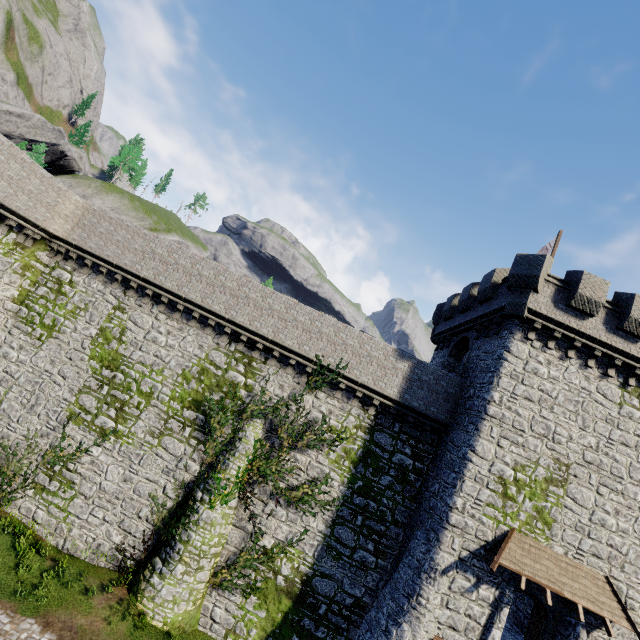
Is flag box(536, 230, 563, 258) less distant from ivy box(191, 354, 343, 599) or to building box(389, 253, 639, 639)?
building box(389, 253, 639, 639)

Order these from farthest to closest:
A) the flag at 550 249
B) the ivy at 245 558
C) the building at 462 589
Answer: the flag at 550 249 < the ivy at 245 558 < the building at 462 589

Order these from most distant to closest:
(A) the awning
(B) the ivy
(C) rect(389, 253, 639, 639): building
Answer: (B) the ivy, (C) rect(389, 253, 639, 639): building, (A) the awning

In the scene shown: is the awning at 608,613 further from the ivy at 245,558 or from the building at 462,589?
the ivy at 245,558

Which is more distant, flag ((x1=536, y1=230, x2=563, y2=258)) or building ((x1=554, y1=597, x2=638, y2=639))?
flag ((x1=536, y1=230, x2=563, y2=258))

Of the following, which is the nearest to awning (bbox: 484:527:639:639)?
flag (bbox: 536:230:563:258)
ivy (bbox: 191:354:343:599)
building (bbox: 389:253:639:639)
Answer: building (bbox: 389:253:639:639)

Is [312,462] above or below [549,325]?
below

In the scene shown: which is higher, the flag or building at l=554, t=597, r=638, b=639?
the flag
